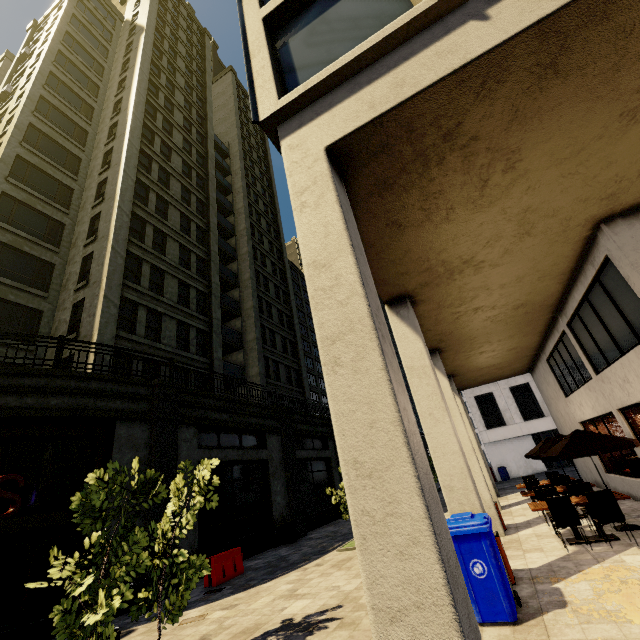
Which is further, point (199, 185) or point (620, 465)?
point (199, 185)

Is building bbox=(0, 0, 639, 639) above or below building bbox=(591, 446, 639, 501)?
above

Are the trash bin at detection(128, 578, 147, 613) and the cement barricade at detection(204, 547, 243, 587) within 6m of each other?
yes

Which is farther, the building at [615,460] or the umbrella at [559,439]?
the building at [615,460]

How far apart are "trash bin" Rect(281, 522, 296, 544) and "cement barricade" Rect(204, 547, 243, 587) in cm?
465

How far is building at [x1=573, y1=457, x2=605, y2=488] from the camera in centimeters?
1375cm

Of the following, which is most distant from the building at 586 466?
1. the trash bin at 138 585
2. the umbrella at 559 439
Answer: the umbrella at 559 439

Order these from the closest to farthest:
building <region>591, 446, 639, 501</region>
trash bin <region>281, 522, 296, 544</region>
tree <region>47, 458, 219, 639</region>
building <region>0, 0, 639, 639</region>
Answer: building <region>0, 0, 639, 639</region>
tree <region>47, 458, 219, 639</region>
building <region>591, 446, 639, 501</region>
trash bin <region>281, 522, 296, 544</region>
